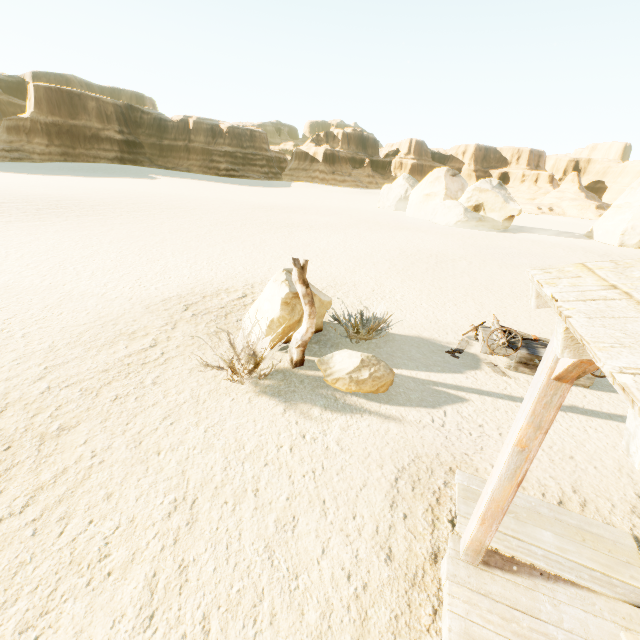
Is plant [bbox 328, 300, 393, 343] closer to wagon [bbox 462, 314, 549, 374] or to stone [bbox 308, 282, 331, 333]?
stone [bbox 308, 282, 331, 333]

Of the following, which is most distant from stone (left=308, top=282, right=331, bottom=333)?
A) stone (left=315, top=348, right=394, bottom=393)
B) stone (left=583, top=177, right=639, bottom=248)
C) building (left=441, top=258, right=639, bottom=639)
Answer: stone (left=583, top=177, right=639, bottom=248)

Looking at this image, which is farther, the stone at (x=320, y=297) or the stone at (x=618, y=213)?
A: the stone at (x=618, y=213)

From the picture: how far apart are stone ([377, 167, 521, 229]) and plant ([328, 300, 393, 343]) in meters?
32.0 m

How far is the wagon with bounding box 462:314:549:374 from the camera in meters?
7.2 m

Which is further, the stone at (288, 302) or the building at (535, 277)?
the stone at (288, 302)

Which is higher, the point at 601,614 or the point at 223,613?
the point at 601,614

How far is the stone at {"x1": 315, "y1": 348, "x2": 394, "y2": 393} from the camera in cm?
600
